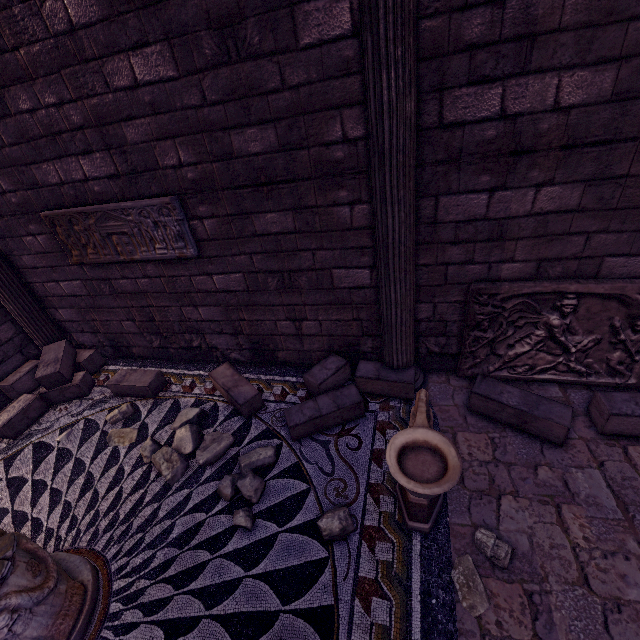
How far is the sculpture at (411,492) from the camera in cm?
171

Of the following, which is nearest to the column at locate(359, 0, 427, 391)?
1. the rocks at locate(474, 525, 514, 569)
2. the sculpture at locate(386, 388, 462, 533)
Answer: the sculpture at locate(386, 388, 462, 533)

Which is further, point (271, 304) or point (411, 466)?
point (271, 304)

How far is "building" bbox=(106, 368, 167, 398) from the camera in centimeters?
430cm

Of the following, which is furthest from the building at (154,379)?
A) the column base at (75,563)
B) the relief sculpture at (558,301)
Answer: the column base at (75,563)

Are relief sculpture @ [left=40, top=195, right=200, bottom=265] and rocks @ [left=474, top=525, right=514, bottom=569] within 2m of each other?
no

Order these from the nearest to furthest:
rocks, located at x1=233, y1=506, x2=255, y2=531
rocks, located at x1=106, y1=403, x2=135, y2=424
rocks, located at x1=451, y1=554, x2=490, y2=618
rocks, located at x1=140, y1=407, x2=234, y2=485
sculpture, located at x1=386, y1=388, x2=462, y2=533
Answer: sculpture, located at x1=386, y1=388, x2=462, y2=533
rocks, located at x1=451, y1=554, x2=490, y2=618
rocks, located at x1=233, y1=506, x2=255, y2=531
rocks, located at x1=140, y1=407, x2=234, y2=485
rocks, located at x1=106, y1=403, x2=135, y2=424

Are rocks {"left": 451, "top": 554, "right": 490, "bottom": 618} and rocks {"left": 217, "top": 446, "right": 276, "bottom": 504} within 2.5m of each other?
yes
